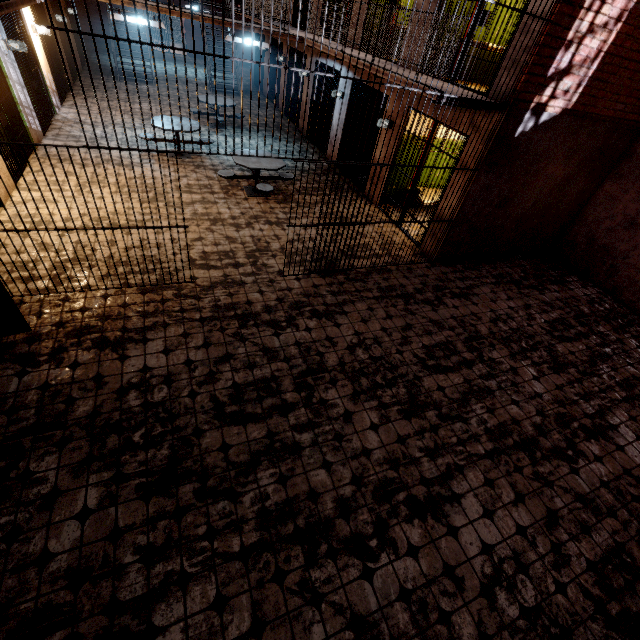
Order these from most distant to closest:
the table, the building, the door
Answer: the table, the building, the door

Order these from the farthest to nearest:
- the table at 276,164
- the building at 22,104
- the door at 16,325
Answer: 1. the table at 276,164
2. the building at 22,104
3. the door at 16,325

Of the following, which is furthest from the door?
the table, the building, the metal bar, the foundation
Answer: the foundation

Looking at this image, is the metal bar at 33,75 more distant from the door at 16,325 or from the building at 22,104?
the door at 16,325

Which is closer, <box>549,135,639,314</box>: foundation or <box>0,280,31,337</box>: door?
<box>0,280,31,337</box>: door

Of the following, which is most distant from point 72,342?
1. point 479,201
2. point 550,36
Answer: point 550,36

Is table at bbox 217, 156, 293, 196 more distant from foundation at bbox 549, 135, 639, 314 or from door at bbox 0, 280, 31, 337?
foundation at bbox 549, 135, 639, 314
